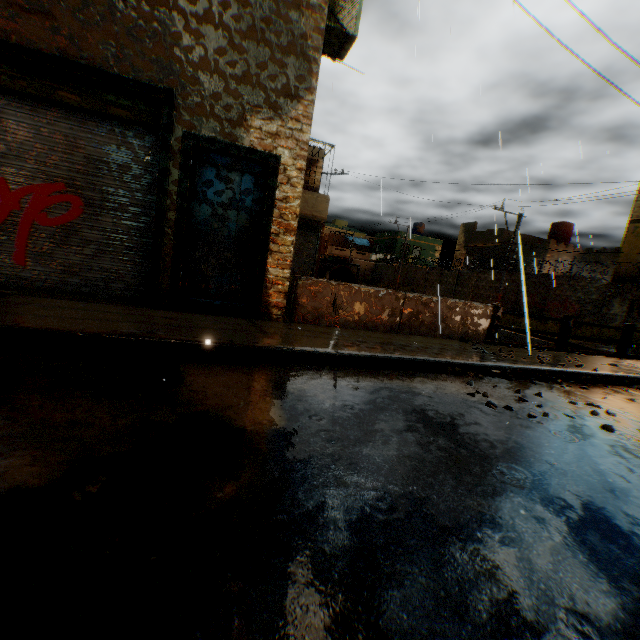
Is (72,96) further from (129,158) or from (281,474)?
(281,474)

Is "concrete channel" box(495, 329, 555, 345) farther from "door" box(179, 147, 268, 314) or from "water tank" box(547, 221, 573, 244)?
"door" box(179, 147, 268, 314)

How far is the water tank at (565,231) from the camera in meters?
26.7

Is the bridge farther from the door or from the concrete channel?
the door

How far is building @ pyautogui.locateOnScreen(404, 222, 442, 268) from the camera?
42.9 meters

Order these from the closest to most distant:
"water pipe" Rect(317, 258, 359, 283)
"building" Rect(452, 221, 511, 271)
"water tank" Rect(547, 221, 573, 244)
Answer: "water tank" Rect(547, 221, 573, 244)
"building" Rect(452, 221, 511, 271)
"water pipe" Rect(317, 258, 359, 283)

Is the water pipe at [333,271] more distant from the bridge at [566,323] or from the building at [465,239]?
the bridge at [566,323]

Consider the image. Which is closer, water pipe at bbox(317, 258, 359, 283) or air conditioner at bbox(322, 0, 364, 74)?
air conditioner at bbox(322, 0, 364, 74)
